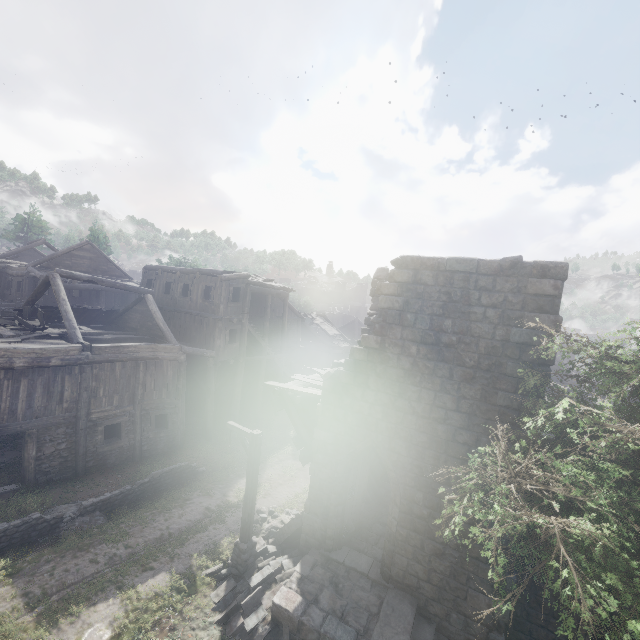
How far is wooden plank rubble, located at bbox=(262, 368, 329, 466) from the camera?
11.2 meters

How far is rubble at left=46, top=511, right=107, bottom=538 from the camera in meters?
10.7 m

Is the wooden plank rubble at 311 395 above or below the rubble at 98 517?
above

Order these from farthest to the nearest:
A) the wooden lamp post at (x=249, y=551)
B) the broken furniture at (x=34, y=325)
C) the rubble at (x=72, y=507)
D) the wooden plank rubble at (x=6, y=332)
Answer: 1. the broken furniture at (x=34, y=325)
2. the wooden plank rubble at (x=6, y=332)
3. the rubble at (x=72, y=507)
4. the wooden lamp post at (x=249, y=551)

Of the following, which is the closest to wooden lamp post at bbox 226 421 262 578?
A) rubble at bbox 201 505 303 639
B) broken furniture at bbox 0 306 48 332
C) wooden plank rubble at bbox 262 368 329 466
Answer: rubble at bbox 201 505 303 639

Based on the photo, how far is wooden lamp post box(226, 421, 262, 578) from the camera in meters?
10.0

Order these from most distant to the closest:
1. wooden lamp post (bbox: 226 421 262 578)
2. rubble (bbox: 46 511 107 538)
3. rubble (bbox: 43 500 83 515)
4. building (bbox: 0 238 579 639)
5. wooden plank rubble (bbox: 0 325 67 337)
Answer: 1. wooden plank rubble (bbox: 0 325 67 337)
2. rubble (bbox: 43 500 83 515)
3. rubble (bbox: 46 511 107 538)
4. wooden lamp post (bbox: 226 421 262 578)
5. building (bbox: 0 238 579 639)

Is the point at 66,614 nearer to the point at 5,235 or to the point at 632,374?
the point at 632,374
